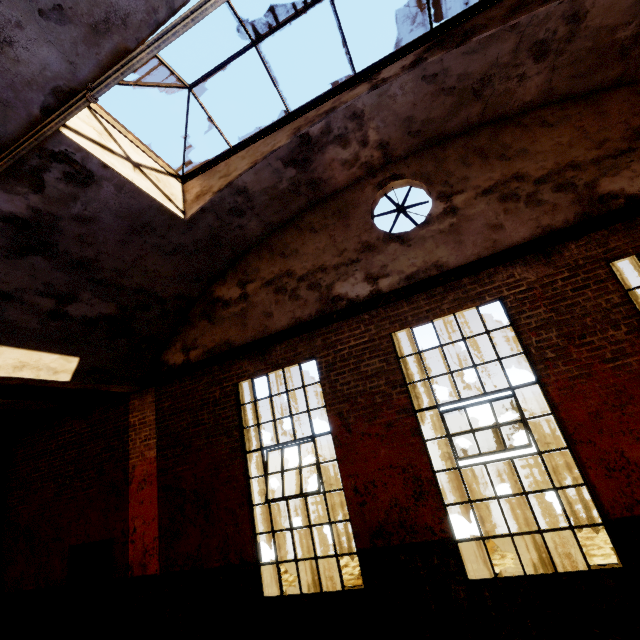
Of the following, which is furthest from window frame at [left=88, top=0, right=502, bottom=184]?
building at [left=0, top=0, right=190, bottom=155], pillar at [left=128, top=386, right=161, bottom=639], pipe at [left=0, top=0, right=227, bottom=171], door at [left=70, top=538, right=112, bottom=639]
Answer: door at [left=70, top=538, right=112, bottom=639]

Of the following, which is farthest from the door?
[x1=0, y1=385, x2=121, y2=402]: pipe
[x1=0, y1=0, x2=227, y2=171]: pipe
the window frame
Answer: the window frame

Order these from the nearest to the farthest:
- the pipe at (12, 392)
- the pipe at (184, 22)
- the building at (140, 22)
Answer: the pipe at (184, 22)
the building at (140, 22)
the pipe at (12, 392)

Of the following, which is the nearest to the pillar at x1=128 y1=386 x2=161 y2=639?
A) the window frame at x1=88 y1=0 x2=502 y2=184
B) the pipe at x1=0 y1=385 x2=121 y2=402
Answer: the pipe at x1=0 y1=385 x2=121 y2=402

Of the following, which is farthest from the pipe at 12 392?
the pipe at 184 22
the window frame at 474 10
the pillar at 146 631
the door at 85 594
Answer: the window frame at 474 10

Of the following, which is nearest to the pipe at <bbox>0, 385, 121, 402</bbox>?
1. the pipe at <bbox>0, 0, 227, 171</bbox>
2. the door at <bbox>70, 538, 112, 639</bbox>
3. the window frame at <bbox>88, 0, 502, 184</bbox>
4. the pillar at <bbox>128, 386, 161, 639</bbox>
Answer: the pillar at <bbox>128, 386, 161, 639</bbox>

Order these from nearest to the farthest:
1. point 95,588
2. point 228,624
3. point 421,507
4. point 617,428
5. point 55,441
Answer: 1. point 617,428
2. point 421,507
3. point 228,624
4. point 95,588
5. point 55,441

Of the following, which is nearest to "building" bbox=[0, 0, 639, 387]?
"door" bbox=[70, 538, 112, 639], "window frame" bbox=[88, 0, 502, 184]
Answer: "window frame" bbox=[88, 0, 502, 184]
